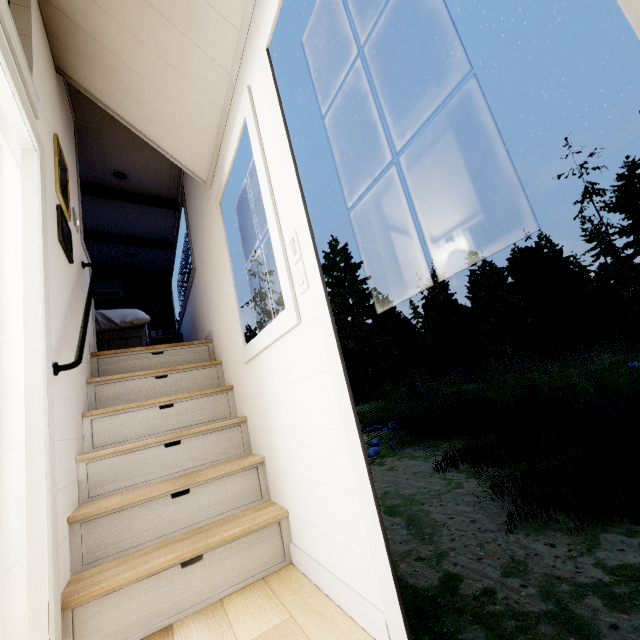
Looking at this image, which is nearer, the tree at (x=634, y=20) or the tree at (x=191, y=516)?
the tree at (x=634, y=20)

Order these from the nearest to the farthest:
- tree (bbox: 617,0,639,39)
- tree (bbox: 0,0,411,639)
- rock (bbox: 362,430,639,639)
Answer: tree (bbox: 617,0,639,39) → tree (bbox: 0,0,411,639) → rock (bbox: 362,430,639,639)

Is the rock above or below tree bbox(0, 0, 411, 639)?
below

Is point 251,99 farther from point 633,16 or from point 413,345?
point 413,345

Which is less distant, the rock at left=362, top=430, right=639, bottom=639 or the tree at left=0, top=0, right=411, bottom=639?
the tree at left=0, top=0, right=411, bottom=639

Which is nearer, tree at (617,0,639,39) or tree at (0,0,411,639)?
tree at (617,0,639,39)

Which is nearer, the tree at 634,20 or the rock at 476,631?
the tree at 634,20
